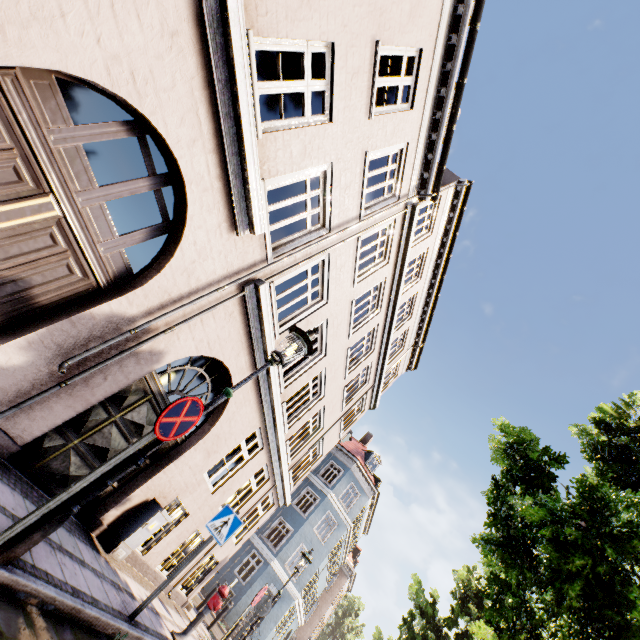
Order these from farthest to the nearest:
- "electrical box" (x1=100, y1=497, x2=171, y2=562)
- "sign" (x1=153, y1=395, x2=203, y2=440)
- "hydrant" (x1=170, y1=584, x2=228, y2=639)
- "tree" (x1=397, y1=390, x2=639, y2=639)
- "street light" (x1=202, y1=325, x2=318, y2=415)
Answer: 1. "hydrant" (x1=170, y1=584, x2=228, y2=639)
2. "electrical box" (x1=100, y1=497, x2=171, y2=562)
3. "tree" (x1=397, y1=390, x2=639, y2=639)
4. "street light" (x1=202, y1=325, x2=318, y2=415)
5. "sign" (x1=153, y1=395, x2=203, y2=440)

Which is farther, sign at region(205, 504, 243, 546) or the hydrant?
the hydrant

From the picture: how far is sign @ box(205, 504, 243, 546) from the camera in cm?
561

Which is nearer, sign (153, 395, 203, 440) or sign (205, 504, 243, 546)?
sign (153, 395, 203, 440)

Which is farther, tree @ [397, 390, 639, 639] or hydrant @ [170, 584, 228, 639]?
hydrant @ [170, 584, 228, 639]

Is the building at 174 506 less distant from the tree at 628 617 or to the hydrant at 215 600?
the hydrant at 215 600

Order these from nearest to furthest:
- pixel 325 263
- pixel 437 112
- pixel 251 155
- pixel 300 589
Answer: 1. pixel 251 155
2. pixel 325 263
3. pixel 437 112
4. pixel 300 589

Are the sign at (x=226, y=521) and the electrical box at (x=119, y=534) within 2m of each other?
yes
